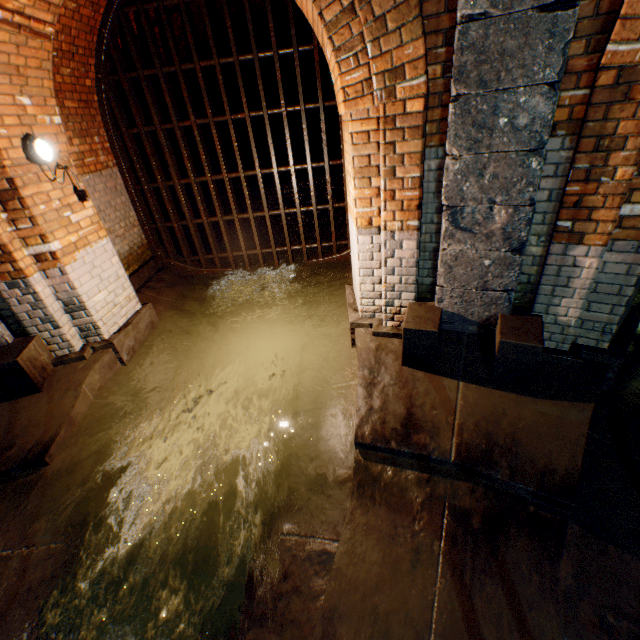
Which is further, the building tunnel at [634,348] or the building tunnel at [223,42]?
the building tunnel at [223,42]

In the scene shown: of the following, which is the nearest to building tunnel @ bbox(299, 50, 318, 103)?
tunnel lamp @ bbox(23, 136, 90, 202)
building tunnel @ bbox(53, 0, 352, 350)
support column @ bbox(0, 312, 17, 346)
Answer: building tunnel @ bbox(53, 0, 352, 350)

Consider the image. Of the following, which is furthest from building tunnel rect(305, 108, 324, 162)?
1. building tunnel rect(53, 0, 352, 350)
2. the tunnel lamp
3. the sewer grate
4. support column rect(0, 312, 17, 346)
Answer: support column rect(0, 312, 17, 346)

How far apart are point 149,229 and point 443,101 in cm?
565

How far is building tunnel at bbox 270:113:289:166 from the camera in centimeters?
1467cm

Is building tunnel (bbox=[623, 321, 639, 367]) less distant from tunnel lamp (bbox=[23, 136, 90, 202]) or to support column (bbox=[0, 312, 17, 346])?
tunnel lamp (bbox=[23, 136, 90, 202])

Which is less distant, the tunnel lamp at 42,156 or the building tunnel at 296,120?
the tunnel lamp at 42,156

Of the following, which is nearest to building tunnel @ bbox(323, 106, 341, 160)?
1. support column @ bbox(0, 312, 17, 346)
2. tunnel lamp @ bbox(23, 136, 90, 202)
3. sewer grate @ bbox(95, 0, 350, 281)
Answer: sewer grate @ bbox(95, 0, 350, 281)
